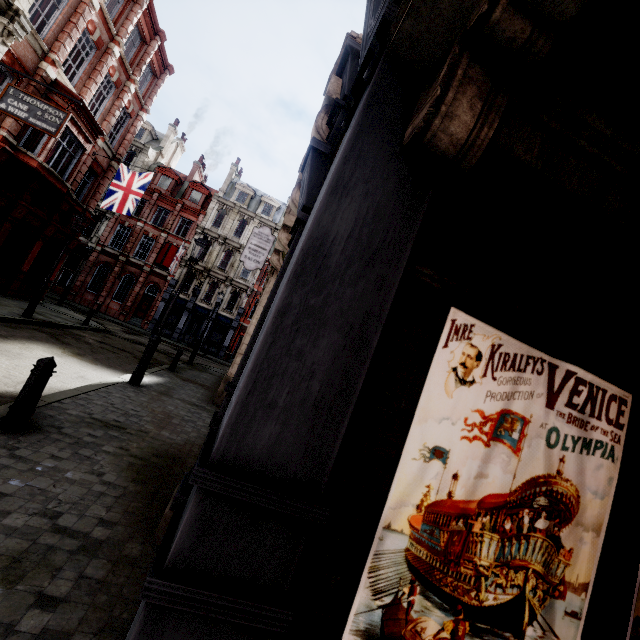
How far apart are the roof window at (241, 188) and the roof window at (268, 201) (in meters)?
0.61

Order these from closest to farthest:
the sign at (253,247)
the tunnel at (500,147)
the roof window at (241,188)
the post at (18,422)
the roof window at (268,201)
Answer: the tunnel at (500,147), the post at (18,422), the sign at (253,247), the roof window at (241,188), the roof window at (268,201)

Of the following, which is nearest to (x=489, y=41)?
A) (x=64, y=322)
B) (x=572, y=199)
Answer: (x=572, y=199)

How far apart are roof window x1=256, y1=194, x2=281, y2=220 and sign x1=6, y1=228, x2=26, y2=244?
23.4 meters

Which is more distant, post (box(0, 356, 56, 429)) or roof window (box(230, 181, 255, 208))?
roof window (box(230, 181, 255, 208))

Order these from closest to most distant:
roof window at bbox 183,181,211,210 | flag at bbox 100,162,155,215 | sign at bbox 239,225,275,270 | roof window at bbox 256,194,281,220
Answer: sign at bbox 239,225,275,270 < flag at bbox 100,162,155,215 < roof window at bbox 183,181,211,210 < roof window at bbox 256,194,281,220

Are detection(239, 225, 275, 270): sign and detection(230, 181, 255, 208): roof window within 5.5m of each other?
no

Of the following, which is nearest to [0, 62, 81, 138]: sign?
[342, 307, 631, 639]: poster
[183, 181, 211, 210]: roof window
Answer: [342, 307, 631, 639]: poster
